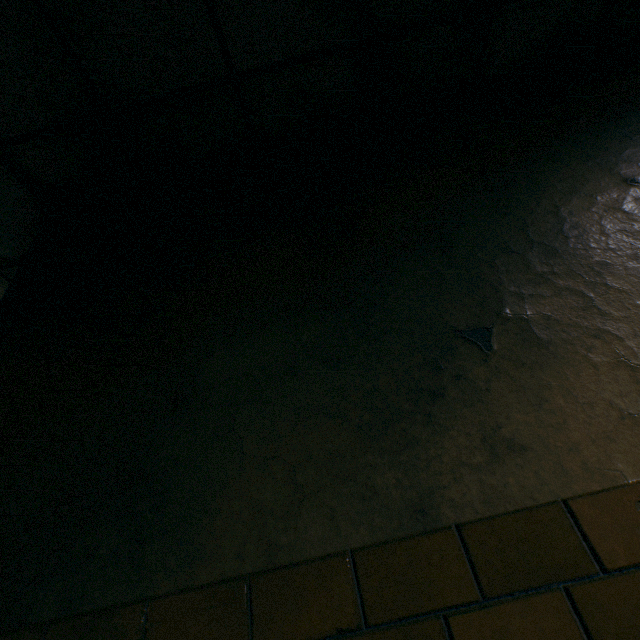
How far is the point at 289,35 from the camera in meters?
1.5 m
